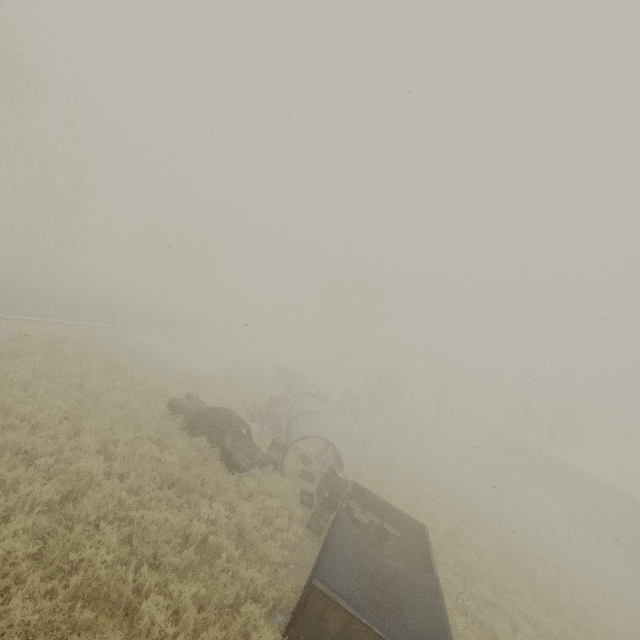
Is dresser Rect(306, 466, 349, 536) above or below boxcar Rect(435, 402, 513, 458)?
below

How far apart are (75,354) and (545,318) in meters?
22.3

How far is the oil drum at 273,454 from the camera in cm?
1223

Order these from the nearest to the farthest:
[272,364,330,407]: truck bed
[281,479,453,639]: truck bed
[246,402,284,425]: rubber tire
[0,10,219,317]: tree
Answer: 1. [281,479,453,639]: truck bed
2. [246,402,284,425]: rubber tire
3. [0,10,219,317]: tree
4. [272,364,330,407]: truck bed

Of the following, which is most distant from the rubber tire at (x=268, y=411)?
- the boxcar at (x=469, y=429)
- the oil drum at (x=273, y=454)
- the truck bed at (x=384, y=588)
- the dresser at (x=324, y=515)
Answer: the boxcar at (x=469, y=429)

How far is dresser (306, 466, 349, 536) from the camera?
9.98m

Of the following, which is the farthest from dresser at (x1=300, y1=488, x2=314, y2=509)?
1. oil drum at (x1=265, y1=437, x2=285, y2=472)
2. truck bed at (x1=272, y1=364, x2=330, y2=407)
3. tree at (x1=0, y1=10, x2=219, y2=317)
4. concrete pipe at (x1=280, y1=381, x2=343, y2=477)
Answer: tree at (x1=0, y1=10, x2=219, y2=317)

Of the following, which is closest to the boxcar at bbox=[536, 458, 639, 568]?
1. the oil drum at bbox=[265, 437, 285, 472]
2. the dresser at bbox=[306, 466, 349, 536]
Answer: the dresser at bbox=[306, 466, 349, 536]
